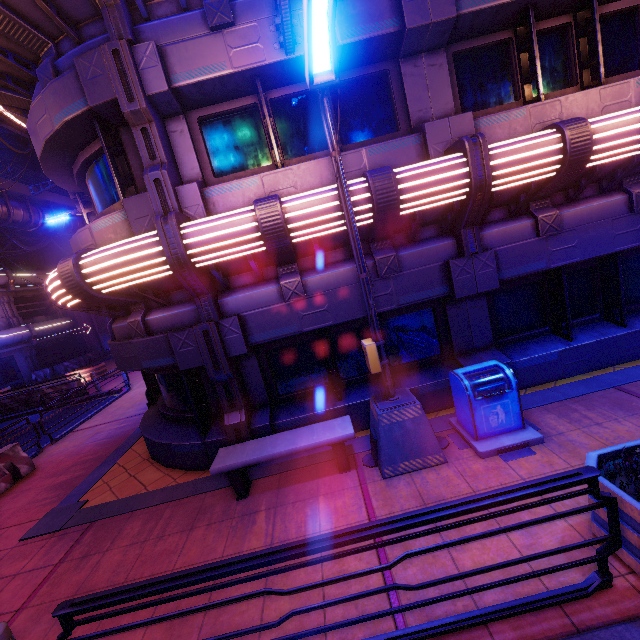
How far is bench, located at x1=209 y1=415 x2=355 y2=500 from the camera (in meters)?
5.29

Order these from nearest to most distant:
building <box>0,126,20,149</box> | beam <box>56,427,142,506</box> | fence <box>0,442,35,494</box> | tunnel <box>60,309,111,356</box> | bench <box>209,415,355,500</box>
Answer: bench <box>209,415,355,500</box> → beam <box>56,427,142,506</box> → fence <box>0,442,35,494</box> → building <box>0,126,20,149</box> → tunnel <box>60,309,111,356</box>

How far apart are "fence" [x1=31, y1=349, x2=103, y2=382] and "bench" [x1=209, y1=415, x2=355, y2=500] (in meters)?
28.76

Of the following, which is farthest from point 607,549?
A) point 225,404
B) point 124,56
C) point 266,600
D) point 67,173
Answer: point 67,173

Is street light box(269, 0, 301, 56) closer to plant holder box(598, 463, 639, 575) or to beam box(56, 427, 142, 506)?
plant holder box(598, 463, 639, 575)

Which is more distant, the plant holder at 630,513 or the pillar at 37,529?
the pillar at 37,529

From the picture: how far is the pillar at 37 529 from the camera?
5.93m

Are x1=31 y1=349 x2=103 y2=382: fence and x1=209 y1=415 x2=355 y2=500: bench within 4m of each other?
no
